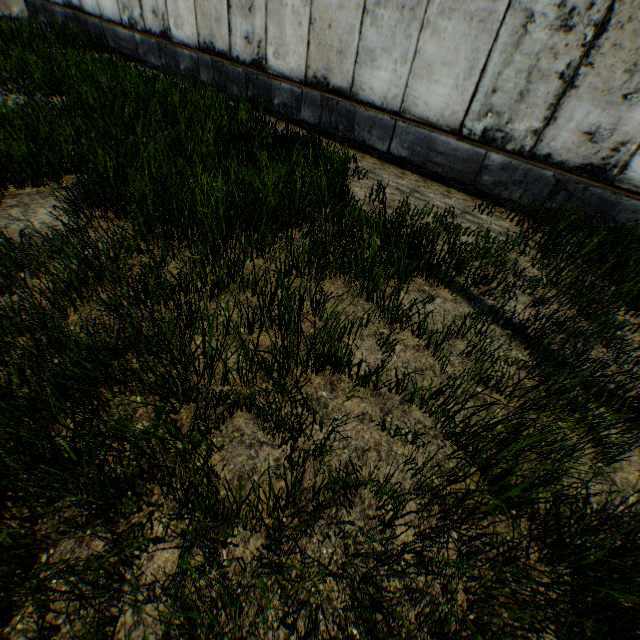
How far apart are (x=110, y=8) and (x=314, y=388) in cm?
1388
